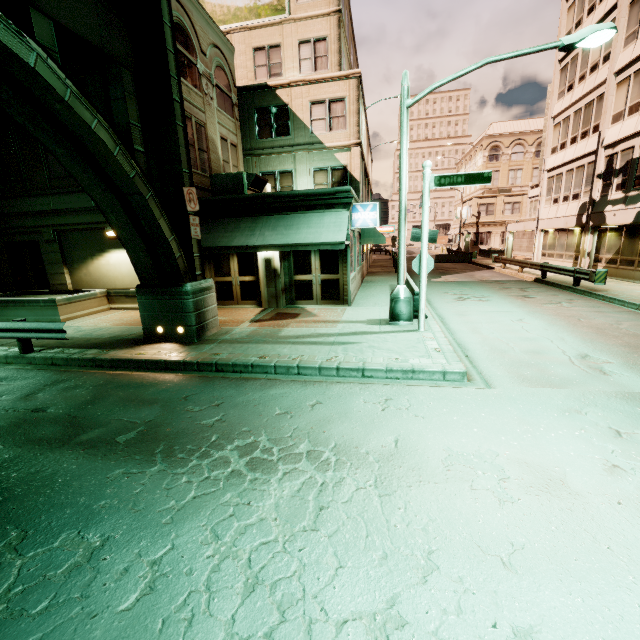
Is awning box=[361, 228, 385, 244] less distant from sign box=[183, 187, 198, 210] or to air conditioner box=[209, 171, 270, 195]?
air conditioner box=[209, 171, 270, 195]

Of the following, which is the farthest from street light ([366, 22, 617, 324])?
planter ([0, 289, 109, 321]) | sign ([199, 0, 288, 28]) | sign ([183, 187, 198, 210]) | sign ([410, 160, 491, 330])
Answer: sign ([199, 0, 288, 28])

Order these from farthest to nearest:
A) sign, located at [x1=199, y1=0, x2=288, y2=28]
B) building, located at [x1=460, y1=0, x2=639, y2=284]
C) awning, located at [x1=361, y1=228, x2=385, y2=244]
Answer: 1. awning, located at [x1=361, y1=228, x2=385, y2=244]
2. sign, located at [x1=199, y1=0, x2=288, y2=28]
3. building, located at [x1=460, y1=0, x2=639, y2=284]

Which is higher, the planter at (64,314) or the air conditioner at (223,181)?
the air conditioner at (223,181)

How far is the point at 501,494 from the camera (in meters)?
3.71

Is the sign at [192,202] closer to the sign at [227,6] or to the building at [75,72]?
the building at [75,72]

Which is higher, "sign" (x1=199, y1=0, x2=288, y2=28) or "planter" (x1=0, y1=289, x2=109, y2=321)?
"sign" (x1=199, y1=0, x2=288, y2=28)

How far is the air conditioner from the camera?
14.1m
